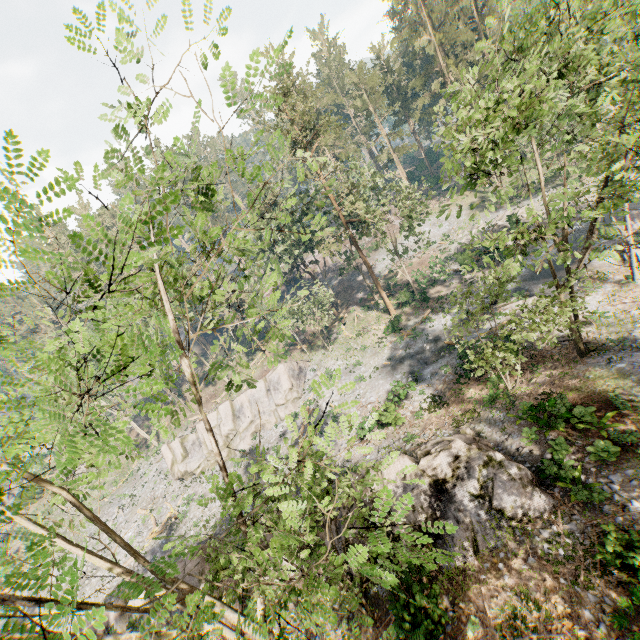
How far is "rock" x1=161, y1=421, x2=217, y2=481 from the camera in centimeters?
3525cm

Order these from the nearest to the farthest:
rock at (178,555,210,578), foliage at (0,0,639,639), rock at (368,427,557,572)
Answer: foliage at (0,0,639,639), rock at (368,427,557,572), rock at (178,555,210,578)

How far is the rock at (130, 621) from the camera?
18.97m

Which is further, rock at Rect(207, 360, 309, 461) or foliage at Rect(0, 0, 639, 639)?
rock at Rect(207, 360, 309, 461)

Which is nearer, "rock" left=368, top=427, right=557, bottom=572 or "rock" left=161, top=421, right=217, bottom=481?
"rock" left=368, top=427, right=557, bottom=572

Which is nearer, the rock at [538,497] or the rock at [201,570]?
the rock at [538,497]

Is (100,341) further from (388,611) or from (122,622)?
(122,622)
